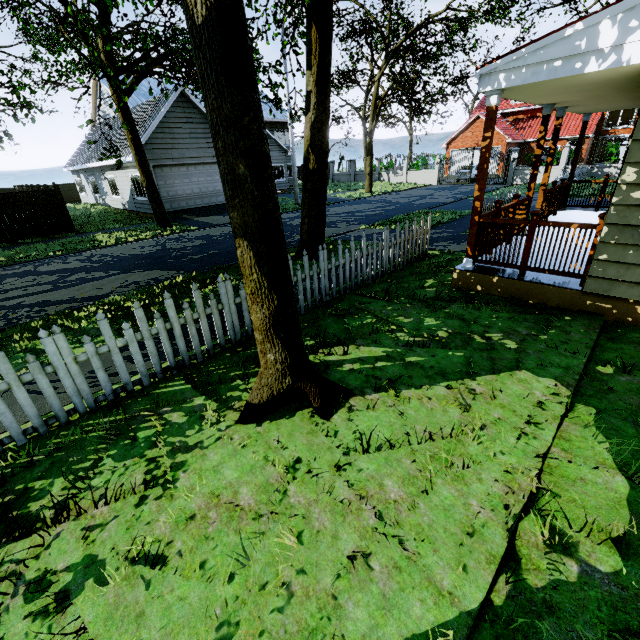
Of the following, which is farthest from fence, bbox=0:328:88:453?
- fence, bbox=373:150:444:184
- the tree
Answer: fence, bbox=373:150:444:184

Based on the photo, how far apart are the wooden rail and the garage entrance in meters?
16.4

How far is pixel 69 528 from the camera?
2.44m

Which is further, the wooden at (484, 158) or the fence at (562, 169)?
the fence at (562, 169)

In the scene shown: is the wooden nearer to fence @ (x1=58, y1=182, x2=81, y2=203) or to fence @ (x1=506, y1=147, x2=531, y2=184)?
fence @ (x1=58, y1=182, x2=81, y2=203)

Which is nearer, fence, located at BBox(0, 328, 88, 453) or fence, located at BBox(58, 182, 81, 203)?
fence, located at BBox(0, 328, 88, 453)

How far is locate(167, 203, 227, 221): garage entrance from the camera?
18.1 meters

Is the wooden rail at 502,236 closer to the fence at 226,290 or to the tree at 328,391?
the fence at 226,290
